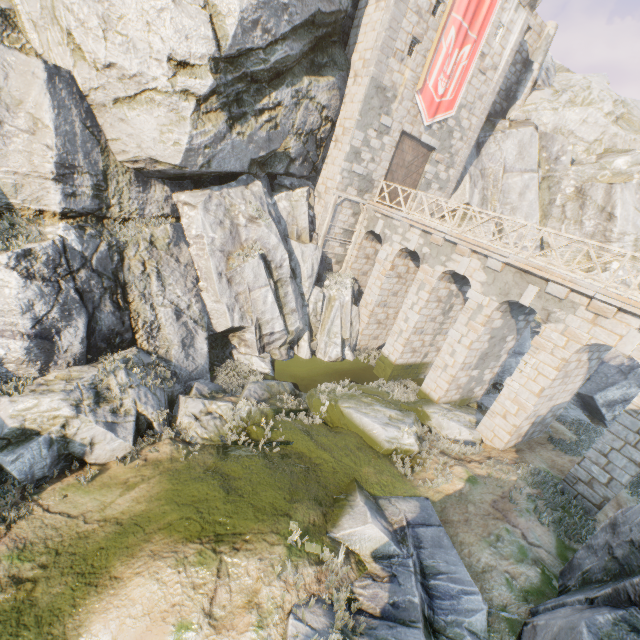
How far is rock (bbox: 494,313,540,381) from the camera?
21.3m

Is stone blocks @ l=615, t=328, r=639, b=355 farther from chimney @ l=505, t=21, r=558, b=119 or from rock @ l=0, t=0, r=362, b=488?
chimney @ l=505, t=21, r=558, b=119

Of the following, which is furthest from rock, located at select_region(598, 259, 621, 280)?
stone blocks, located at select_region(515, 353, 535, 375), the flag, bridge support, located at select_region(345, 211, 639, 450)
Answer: the flag

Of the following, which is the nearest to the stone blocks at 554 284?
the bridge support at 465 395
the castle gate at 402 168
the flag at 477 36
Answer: the bridge support at 465 395

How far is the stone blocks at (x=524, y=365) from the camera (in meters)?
11.43

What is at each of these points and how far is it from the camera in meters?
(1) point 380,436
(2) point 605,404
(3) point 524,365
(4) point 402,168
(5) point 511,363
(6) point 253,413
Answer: (1) rock, 11.2 m
(2) rock, 18.9 m
(3) stone blocks, 11.7 m
(4) castle gate, 19.0 m
(5) rock, 21.5 m
(6) rock, 11.2 m

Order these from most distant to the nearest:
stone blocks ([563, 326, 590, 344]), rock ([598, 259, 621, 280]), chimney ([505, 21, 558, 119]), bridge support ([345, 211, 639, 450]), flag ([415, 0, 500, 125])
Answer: chimney ([505, 21, 558, 119]), rock ([598, 259, 621, 280]), flag ([415, 0, 500, 125]), bridge support ([345, 211, 639, 450]), stone blocks ([563, 326, 590, 344])

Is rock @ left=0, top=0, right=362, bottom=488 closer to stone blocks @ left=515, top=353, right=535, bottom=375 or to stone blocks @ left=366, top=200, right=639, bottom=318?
stone blocks @ left=366, top=200, right=639, bottom=318
